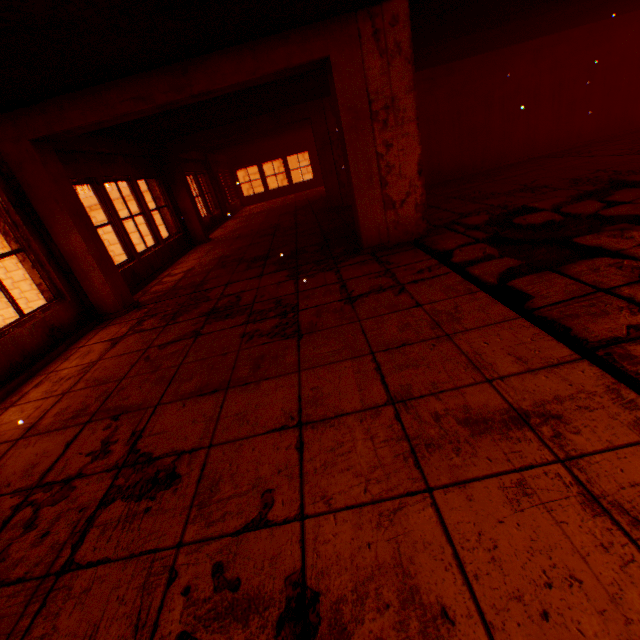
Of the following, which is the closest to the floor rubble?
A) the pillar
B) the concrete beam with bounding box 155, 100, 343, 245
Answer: the pillar

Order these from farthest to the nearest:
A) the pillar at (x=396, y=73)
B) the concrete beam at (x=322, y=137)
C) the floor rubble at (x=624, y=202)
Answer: the concrete beam at (x=322, y=137)
the pillar at (x=396, y=73)
the floor rubble at (x=624, y=202)

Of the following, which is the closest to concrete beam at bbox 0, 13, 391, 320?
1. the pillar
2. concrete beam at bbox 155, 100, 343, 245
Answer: the pillar

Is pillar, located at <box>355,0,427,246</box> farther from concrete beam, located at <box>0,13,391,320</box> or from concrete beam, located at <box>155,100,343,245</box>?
concrete beam, located at <box>155,100,343,245</box>

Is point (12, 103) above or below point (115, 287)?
above

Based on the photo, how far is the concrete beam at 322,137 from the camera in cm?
811

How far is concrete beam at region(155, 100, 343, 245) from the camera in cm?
811

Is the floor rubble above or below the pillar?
below
